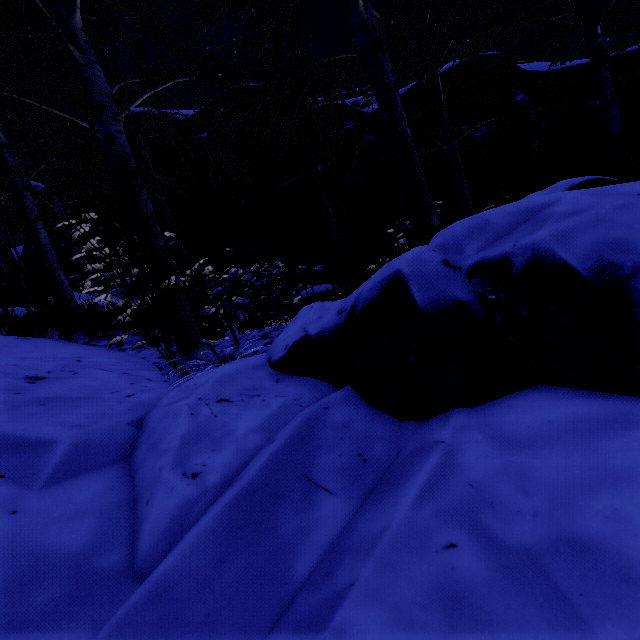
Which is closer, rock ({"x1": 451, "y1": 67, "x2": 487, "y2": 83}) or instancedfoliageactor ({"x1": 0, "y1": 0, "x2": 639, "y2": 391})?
instancedfoliageactor ({"x1": 0, "y1": 0, "x2": 639, "y2": 391})

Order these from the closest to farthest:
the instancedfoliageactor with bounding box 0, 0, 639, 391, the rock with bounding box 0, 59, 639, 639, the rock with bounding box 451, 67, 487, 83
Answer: the rock with bounding box 0, 59, 639, 639, the instancedfoliageactor with bounding box 0, 0, 639, 391, the rock with bounding box 451, 67, 487, 83

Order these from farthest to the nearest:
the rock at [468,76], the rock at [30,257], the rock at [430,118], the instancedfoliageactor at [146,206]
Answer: the rock at [30,257] < the rock at [430,118] < the rock at [468,76] < the instancedfoliageactor at [146,206]

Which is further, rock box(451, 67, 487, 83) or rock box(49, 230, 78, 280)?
rock box(49, 230, 78, 280)

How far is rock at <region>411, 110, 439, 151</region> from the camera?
8.1m

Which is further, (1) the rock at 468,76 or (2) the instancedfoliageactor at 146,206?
(1) the rock at 468,76

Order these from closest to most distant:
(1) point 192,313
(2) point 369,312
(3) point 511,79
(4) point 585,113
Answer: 1. (2) point 369,312
2. (1) point 192,313
3. (3) point 511,79
4. (4) point 585,113
